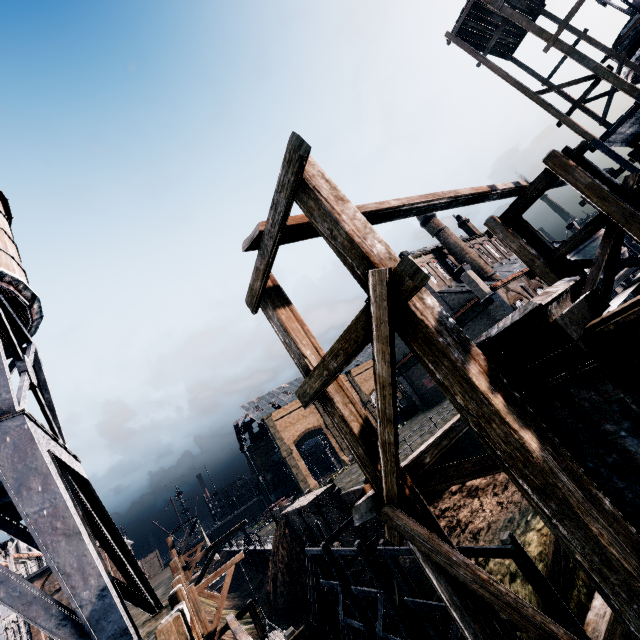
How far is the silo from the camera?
43.4m

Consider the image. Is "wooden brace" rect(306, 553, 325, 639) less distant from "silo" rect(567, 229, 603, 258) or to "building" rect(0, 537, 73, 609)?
"building" rect(0, 537, 73, 609)

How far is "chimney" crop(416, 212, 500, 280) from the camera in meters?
42.6

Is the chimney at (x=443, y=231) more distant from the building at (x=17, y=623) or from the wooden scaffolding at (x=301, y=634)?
the building at (x=17, y=623)

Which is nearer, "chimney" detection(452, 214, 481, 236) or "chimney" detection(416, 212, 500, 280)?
"chimney" detection(416, 212, 500, 280)

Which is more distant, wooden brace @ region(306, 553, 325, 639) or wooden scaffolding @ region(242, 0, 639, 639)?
wooden brace @ region(306, 553, 325, 639)

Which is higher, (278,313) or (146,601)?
(278,313)

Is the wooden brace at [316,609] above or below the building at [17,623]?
below
